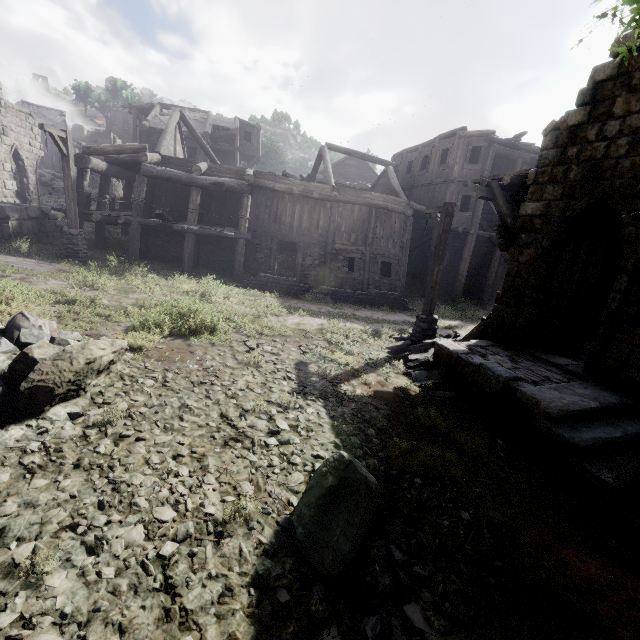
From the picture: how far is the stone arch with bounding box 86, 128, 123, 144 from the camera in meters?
37.8 m

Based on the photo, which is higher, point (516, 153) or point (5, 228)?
point (516, 153)

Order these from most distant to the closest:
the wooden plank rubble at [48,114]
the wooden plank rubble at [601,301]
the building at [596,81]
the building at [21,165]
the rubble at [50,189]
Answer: the wooden plank rubble at [48,114] → the rubble at [50,189] → the building at [21,165] → the wooden plank rubble at [601,301] → the building at [596,81]

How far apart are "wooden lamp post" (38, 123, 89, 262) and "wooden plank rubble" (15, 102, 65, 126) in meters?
43.3

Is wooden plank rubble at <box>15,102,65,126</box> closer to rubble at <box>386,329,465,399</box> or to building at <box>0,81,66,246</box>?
building at <box>0,81,66,246</box>

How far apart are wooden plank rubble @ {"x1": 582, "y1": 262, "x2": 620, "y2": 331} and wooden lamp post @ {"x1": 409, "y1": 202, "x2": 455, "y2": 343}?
4.8m

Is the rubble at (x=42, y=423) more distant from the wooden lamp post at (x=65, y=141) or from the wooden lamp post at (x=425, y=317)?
the wooden lamp post at (x=425, y=317)

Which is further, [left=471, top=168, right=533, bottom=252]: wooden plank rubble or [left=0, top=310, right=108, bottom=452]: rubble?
[left=471, top=168, right=533, bottom=252]: wooden plank rubble
